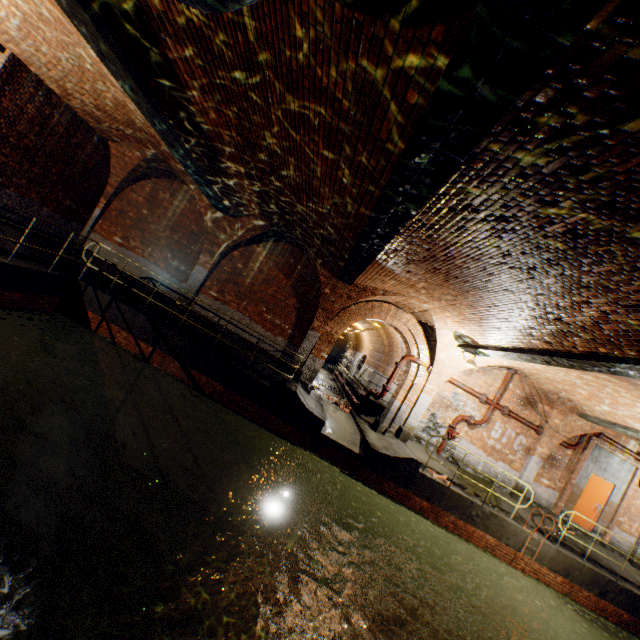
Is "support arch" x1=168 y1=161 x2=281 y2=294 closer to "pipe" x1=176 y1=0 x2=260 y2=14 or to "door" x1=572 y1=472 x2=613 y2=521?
"pipe" x1=176 y1=0 x2=260 y2=14

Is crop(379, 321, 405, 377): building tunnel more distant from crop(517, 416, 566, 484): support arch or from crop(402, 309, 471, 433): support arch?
crop(517, 416, 566, 484): support arch

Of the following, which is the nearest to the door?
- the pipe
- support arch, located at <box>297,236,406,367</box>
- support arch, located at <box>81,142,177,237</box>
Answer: support arch, located at <box>297,236,406,367</box>

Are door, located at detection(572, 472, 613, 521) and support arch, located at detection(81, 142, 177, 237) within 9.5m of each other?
no

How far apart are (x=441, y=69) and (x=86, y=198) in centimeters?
1338cm

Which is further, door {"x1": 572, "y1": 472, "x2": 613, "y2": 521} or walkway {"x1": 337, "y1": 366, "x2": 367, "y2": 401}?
walkway {"x1": 337, "y1": 366, "x2": 367, "y2": 401}

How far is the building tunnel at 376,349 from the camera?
21.2 meters

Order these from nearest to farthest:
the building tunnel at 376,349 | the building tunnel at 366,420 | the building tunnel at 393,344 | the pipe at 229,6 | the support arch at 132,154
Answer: the pipe at 229,6, the support arch at 132,154, the building tunnel at 366,420, the building tunnel at 393,344, the building tunnel at 376,349
